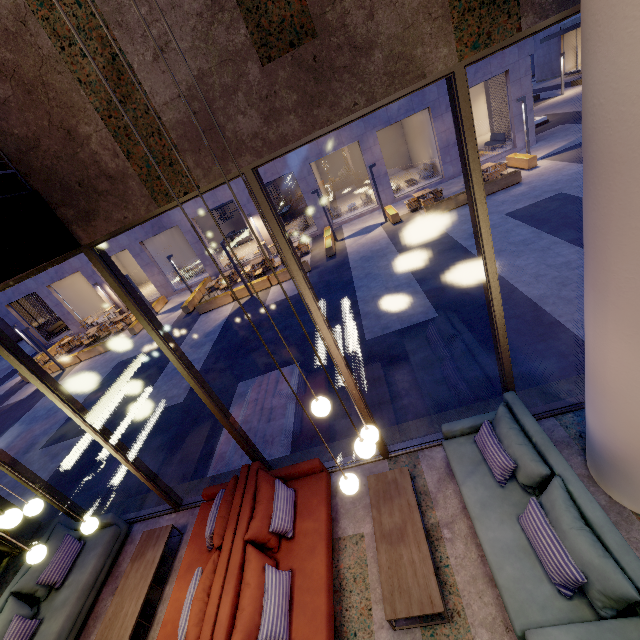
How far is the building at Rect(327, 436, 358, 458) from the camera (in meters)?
5.52

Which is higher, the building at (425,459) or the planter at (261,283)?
the building at (425,459)

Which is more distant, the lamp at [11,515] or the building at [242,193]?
the building at [242,193]

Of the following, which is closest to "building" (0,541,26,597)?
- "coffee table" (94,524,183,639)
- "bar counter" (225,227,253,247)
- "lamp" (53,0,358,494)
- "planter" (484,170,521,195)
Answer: "coffee table" (94,524,183,639)

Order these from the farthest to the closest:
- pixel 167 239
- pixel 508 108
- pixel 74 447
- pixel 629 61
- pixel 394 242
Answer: pixel 167 239
pixel 508 108
pixel 394 242
pixel 74 447
pixel 629 61

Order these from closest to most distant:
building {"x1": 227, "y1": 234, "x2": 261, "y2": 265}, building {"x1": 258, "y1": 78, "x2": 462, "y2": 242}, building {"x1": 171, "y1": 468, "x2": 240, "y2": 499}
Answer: building {"x1": 171, "y1": 468, "x2": 240, "y2": 499}, building {"x1": 258, "y1": 78, "x2": 462, "y2": 242}, building {"x1": 227, "y1": 234, "x2": 261, "y2": 265}

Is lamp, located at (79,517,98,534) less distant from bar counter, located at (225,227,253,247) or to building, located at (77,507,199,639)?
building, located at (77,507,199,639)
